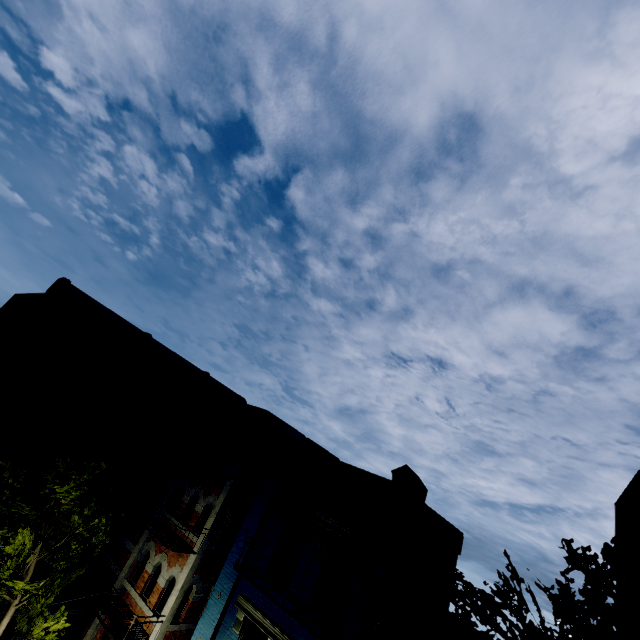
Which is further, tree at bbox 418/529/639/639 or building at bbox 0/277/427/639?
building at bbox 0/277/427/639

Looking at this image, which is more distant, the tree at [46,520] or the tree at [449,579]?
the tree at [46,520]

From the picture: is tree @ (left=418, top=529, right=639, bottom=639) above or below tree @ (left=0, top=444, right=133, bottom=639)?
Answer: above

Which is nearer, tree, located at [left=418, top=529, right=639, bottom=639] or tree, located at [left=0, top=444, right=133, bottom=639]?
tree, located at [left=418, top=529, right=639, bottom=639]

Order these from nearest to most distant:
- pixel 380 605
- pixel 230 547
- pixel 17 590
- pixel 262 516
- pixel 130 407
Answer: pixel 380 605 < pixel 17 590 < pixel 262 516 < pixel 230 547 < pixel 130 407

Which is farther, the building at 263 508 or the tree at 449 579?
the building at 263 508
